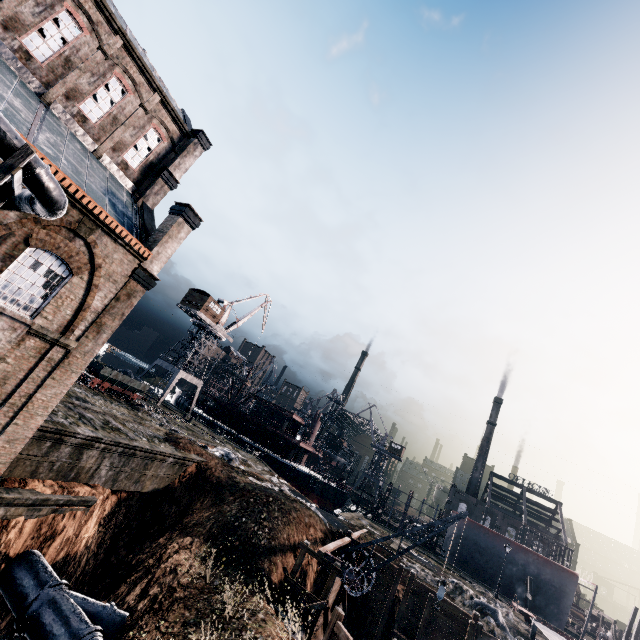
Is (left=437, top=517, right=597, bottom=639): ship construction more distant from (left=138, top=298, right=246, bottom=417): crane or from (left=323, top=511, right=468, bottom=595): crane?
(left=323, top=511, right=468, bottom=595): crane

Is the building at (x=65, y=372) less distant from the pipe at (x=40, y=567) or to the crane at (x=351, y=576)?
the crane at (x=351, y=576)

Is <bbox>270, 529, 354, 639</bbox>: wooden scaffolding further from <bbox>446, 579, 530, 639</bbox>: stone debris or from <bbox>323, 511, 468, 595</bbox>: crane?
<bbox>446, 579, 530, 639</bbox>: stone debris

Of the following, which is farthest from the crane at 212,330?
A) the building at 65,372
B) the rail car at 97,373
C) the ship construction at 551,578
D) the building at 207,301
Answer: the ship construction at 551,578

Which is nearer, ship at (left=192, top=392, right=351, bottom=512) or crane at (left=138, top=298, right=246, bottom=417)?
crane at (left=138, top=298, right=246, bottom=417)

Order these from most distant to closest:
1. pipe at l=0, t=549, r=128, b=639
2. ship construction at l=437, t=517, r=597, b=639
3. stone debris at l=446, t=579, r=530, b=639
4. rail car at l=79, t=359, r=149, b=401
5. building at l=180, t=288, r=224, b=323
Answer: building at l=180, t=288, r=224, b=323 → ship construction at l=437, t=517, r=597, b=639 → rail car at l=79, t=359, r=149, b=401 → stone debris at l=446, t=579, r=530, b=639 → pipe at l=0, t=549, r=128, b=639

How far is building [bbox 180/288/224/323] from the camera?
49.4m

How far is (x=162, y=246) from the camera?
18.0m
